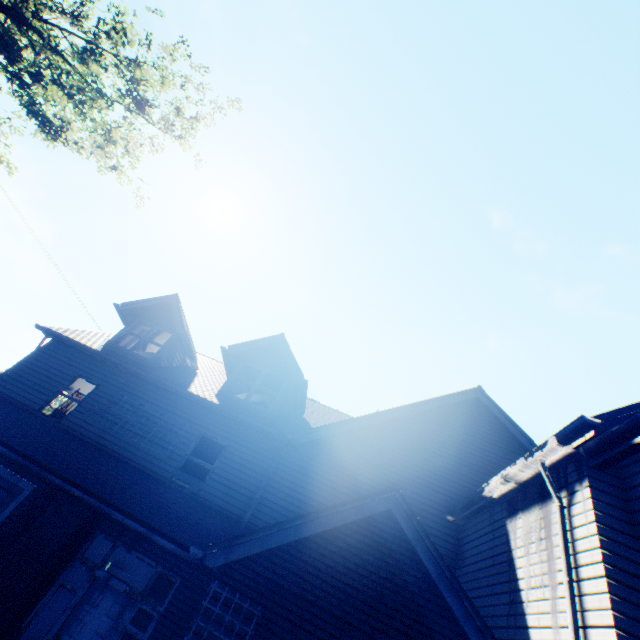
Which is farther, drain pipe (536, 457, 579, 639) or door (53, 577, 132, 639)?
door (53, 577, 132, 639)

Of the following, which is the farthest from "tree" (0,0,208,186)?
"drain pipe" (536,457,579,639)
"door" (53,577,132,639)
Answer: "door" (53,577,132,639)

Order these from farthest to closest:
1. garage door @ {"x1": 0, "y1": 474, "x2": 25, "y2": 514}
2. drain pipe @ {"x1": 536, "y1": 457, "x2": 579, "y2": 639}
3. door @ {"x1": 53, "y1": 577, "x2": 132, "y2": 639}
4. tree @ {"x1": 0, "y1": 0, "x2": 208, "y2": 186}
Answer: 1. tree @ {"x1": 0, "y1": 0, "x2": 208, "y2": 186}
2. garage door @ {"x1": 0, "y1": 474, "x2": 25, "y2": 514}
3. door @ {"x1": 53, "y1": 577, "x2": 132, "y2": 639}
4. drain pipe @ {"x1": 536, "y1": 457, "x2": 579, "y2": 639}

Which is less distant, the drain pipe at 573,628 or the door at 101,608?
the drain pipe at 573,628

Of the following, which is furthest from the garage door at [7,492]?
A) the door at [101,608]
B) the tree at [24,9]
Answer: the tree at [24,9]

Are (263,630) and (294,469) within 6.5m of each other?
yes

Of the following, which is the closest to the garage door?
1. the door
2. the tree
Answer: the door

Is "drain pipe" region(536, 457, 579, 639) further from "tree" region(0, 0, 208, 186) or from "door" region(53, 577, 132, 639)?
"tree" region(0, 0, 208, 186)
